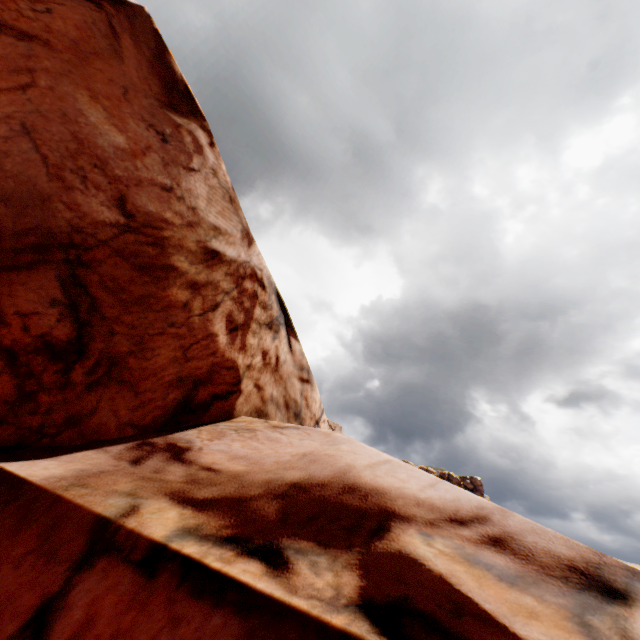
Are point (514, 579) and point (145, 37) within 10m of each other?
no
